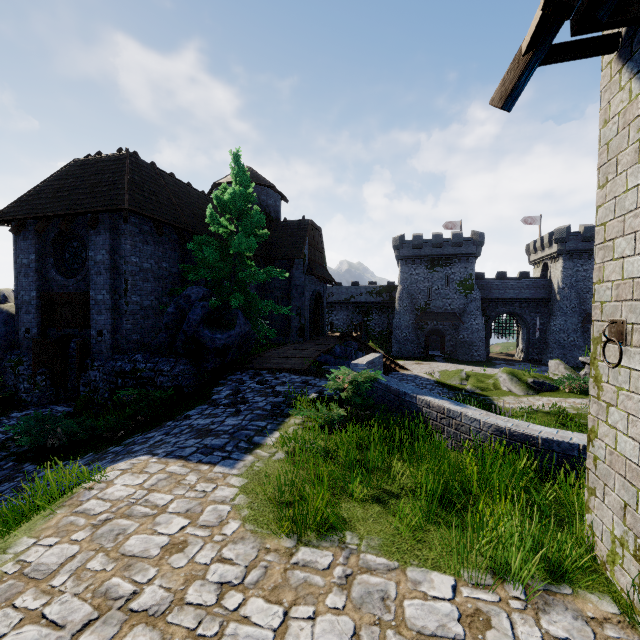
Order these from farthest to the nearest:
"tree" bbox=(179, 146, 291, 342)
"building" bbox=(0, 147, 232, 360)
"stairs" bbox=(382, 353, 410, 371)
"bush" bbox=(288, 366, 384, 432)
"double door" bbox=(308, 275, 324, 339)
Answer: "double door" bbox=(308, 275, 324, 339) < "stairs" bbox=(382, 353, 410, 371) < "tree" bbox=(179, 146, 291, 342) < "building" bbox=(0, 147, 232, 360) < "bush" bbox=(288, 366, 384, 432)

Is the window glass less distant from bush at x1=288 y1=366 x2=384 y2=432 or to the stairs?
bush at x1=288 y1=366 x2=384 y2=432

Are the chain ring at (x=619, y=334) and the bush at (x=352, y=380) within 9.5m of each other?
yes

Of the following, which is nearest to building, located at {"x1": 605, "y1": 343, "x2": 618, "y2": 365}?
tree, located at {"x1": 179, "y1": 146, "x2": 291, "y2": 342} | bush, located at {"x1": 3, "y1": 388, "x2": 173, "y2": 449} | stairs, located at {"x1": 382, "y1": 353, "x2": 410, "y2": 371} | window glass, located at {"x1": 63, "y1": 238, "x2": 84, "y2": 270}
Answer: tree, located at {"x1": 179, "y1": 146, "x2": 291, "y2": 342}

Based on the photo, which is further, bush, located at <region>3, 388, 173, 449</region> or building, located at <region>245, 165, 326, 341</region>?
building, located at <region>245, 165, 326, 341</region>

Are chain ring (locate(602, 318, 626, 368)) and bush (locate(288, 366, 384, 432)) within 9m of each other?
yes

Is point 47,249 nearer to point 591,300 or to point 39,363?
point 39,363

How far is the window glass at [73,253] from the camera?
13.03m
